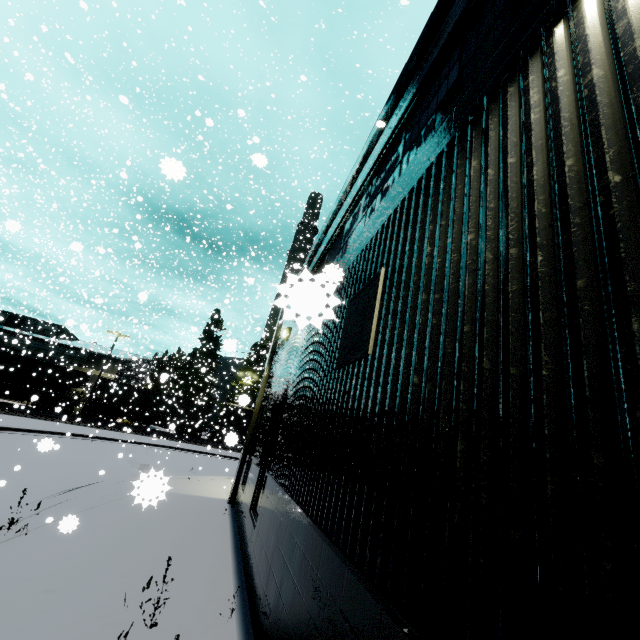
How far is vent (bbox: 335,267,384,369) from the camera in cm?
332

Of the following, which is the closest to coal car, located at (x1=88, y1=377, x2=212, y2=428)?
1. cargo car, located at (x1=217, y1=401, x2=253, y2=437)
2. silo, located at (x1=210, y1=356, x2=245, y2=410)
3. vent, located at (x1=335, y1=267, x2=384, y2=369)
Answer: cargo car, located at (x1=217, y1=401, x2=253, y2=437)

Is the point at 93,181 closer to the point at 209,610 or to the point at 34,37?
the point at 34,37

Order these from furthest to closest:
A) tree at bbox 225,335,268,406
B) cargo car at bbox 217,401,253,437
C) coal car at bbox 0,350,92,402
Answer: cargo car at bbox 217,401,253,437 < coal car at bbox 0,350,92,402 < tree at bbox 225,335,268,406

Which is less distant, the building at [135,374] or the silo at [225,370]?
the building at [135,374]

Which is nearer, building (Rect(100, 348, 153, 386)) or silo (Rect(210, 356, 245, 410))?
building (Rect(100, 348, 153, 386))

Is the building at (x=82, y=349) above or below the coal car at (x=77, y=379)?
above
